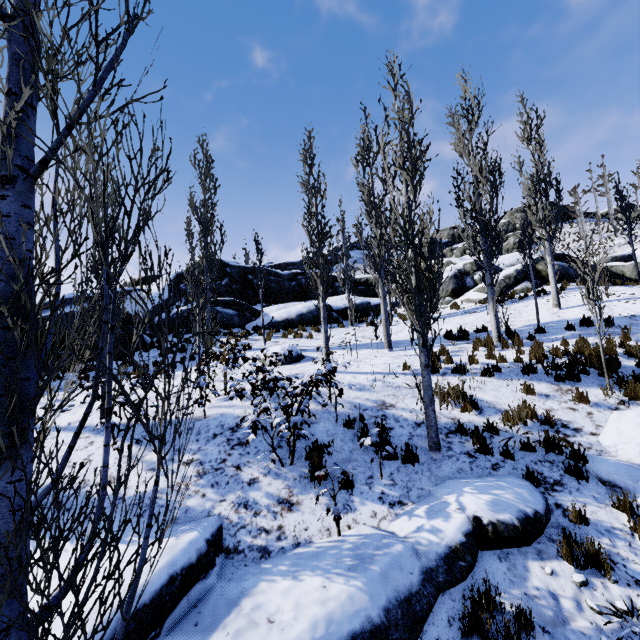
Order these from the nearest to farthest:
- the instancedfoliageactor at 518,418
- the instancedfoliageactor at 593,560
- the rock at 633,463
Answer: the instancedfoliageactor at 593,560, the rock at 633,463, the instancedfoliageactor at 518,418

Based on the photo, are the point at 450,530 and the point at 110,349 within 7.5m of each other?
yes

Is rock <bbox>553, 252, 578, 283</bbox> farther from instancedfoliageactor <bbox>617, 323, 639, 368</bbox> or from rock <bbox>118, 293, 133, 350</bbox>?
instancedfoliageactor <bbox>617, 323, 639, 368</bbox>

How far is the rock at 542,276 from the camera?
19.4m

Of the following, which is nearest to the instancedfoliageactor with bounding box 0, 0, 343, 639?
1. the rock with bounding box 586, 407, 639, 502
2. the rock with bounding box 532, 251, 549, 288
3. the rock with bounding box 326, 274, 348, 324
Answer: the rock with bounding box 586, 407, 639, 502

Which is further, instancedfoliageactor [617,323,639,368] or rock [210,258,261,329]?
rock [210,258,261,329]
